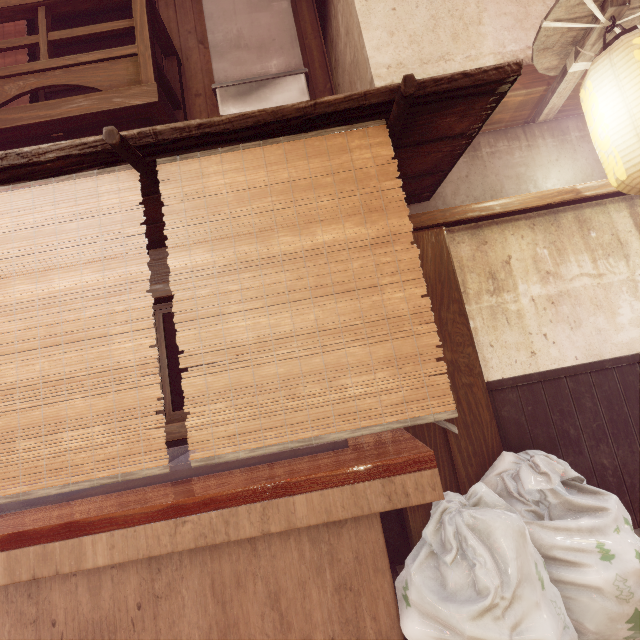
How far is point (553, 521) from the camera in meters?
3.4

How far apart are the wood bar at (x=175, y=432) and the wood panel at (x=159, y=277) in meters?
2.3

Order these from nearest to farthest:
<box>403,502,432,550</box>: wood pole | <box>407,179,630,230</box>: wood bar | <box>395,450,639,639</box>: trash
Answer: <box>395,450,639,639</box>: trash, <box>403,502,432,550</box>: wood pole, <box>407,179,630,230</box>: wood bar

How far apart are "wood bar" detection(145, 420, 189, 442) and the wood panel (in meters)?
2.31

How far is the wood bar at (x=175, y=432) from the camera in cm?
491

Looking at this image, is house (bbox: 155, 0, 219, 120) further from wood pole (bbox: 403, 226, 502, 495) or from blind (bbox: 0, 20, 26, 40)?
wood pole (bbox: 403, 226, 502, 495)

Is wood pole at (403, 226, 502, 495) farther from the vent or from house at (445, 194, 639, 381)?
the vent

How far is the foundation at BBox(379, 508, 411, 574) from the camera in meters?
4.9
